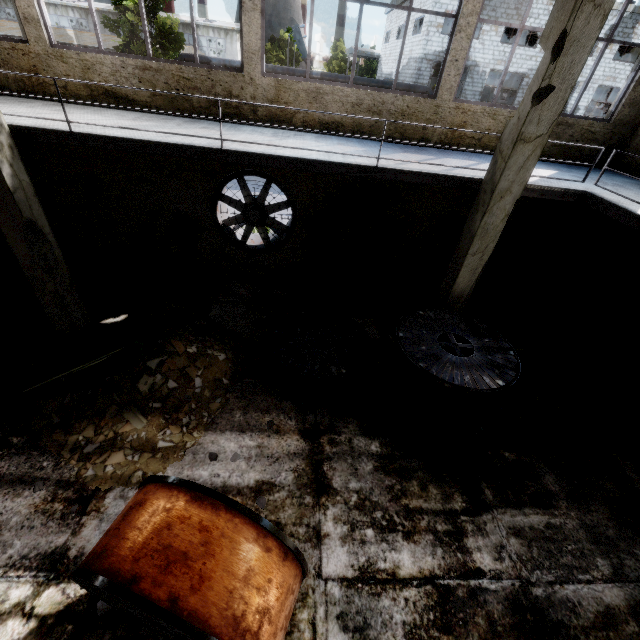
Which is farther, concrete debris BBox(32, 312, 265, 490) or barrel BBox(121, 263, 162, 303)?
barrel BBox(121, 263, 162, 303)

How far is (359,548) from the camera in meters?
4.5

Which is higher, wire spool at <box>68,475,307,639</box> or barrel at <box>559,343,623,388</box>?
wire spool at <box>68,475,307,639</box>

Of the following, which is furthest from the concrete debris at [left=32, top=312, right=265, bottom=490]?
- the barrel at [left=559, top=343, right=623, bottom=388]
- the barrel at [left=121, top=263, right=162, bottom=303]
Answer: the barrel at [left=559, top=343, right=623, bottom=388]

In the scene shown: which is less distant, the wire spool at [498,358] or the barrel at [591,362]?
the wire spool at [498,358]

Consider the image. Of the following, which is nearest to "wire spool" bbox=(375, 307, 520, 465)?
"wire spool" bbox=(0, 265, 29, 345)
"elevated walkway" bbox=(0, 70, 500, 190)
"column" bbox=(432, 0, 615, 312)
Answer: "column" bbox=(432, 0, 615, 312)

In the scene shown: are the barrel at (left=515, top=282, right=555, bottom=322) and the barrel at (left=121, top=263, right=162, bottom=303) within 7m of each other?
no

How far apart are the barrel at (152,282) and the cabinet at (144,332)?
1.97m
